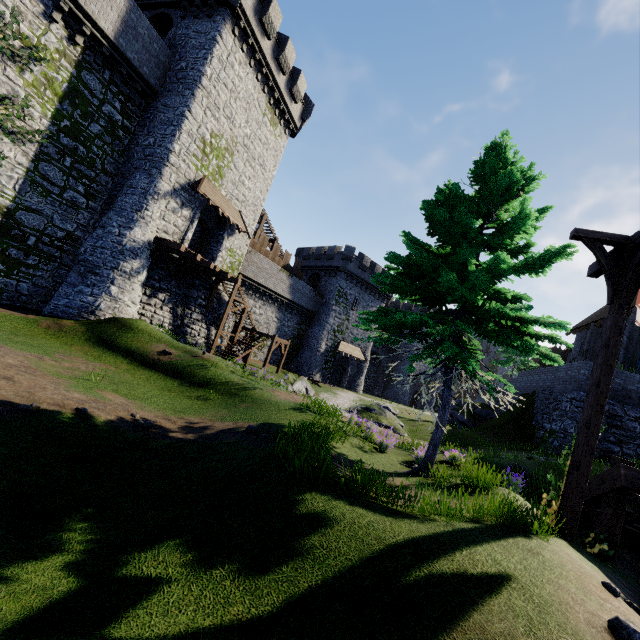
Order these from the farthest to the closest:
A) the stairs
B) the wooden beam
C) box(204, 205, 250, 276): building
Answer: box(204, 205, 250, 276): building
the wooden beam
the stairs

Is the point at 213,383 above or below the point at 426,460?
below

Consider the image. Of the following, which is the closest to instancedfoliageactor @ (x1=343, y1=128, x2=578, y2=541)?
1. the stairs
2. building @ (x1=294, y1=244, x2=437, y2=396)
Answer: the stairs

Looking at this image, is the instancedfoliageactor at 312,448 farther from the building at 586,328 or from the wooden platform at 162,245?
the building at 586,328

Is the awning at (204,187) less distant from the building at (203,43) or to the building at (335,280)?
the building at (203,43)

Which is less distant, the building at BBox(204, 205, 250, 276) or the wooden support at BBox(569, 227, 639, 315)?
the wooden support at BBox(569, 227, 639, 315)

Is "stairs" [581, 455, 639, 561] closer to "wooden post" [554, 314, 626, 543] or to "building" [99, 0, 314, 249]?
"wooden post" [554, 314, 626, 543]

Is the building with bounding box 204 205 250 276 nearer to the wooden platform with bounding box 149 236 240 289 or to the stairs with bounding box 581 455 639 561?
the wooden platform with bounding box 149 236 240 289
